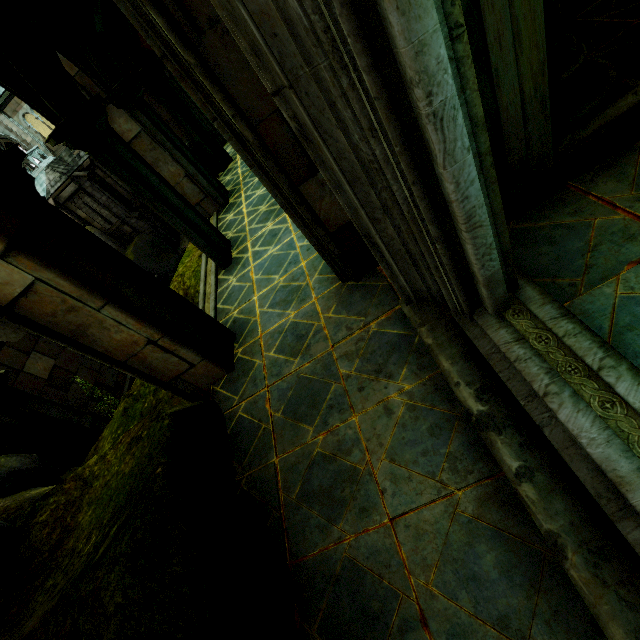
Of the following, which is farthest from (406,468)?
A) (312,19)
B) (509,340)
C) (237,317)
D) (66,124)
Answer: (66,124)

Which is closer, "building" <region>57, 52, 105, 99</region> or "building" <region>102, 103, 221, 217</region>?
"building" <region>57, 52, 105, 99</region>

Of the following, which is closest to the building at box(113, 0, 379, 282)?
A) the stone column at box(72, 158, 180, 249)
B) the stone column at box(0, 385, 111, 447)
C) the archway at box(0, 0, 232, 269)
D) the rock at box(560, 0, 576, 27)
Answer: the archway at box(0, 0, 232, 269)

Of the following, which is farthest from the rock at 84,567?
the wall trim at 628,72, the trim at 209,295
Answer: the wall trim at 628,72

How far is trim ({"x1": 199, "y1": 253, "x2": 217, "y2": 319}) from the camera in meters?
6.1 m

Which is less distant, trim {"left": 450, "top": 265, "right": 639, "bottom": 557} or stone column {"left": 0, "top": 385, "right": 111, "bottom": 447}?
trim {"left": 450, "top": 265, "right": 639, "bottom": 557}

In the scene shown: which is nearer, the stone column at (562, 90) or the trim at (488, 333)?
the trim at (488, 333)

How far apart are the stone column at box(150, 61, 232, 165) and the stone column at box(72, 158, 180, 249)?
20.0m
